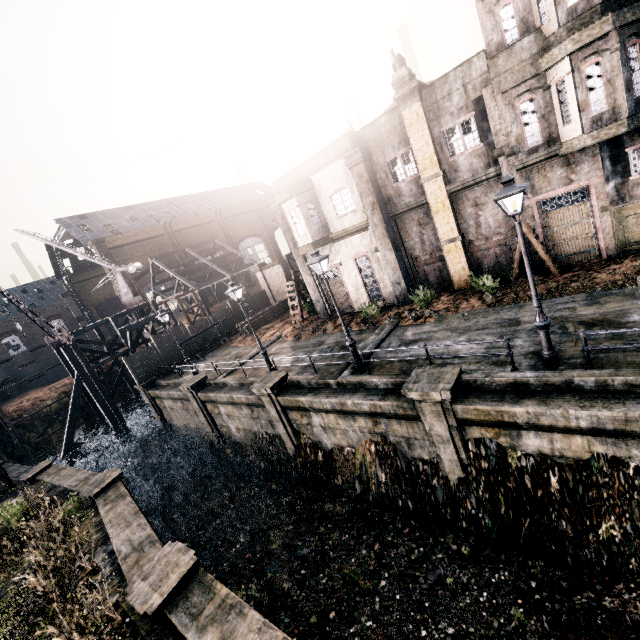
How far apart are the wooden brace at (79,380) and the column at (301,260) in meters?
23.3 m

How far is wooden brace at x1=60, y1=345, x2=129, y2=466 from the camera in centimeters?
2930cm

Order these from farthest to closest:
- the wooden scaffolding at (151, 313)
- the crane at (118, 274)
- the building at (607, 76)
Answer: the crane at (118, 274), the wooden scaffolding at (151, 313), the building at (607, 76)

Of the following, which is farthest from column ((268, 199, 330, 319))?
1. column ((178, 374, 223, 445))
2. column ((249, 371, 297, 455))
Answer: column ((178, 374, 223, 445))

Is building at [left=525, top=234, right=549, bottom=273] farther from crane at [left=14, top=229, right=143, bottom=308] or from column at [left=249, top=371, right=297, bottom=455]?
crane at [left=14, top=229, right=143, bottom=308]

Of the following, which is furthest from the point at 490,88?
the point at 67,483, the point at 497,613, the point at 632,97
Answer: the point at 67,483

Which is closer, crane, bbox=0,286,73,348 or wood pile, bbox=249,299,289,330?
crane, bbox=0,286,73,348

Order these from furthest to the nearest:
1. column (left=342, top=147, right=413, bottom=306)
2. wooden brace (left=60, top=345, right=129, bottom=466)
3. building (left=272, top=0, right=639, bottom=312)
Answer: wooden brace (left=60, top=345, right=129, bottom=466), column (left=342, top=147, right=413, bottom=306), building (left=272, top=0, right=639, bottom=312)
